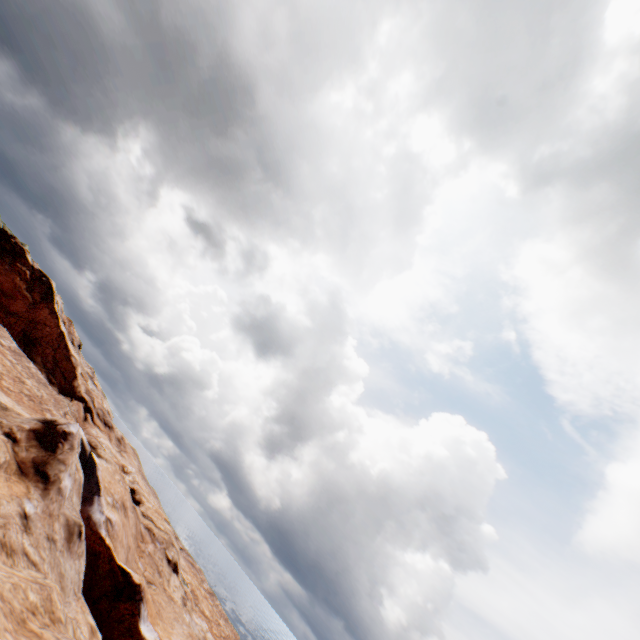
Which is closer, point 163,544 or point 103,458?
point 103,458
